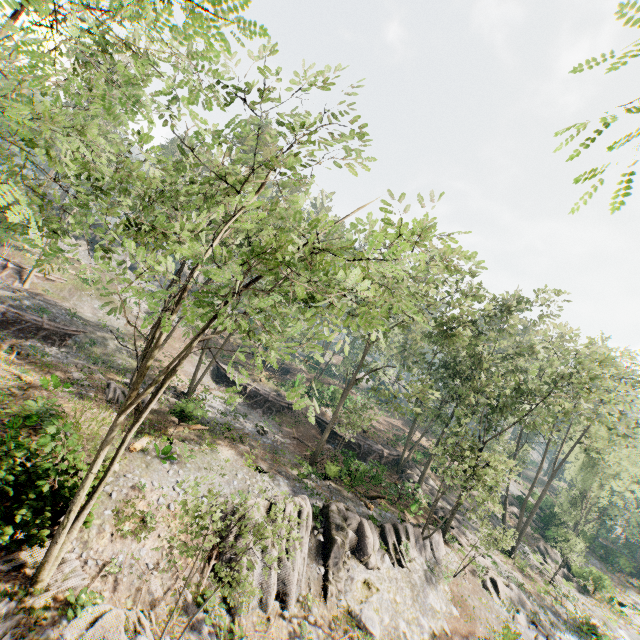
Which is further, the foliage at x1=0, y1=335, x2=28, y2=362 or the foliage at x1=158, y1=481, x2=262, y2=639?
the foliage at x1=0, y1=335, x2=28, y2=362

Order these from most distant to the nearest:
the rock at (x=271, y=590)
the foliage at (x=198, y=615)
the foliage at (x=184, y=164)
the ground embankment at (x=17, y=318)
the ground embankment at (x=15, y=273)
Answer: the ground embankment at (x=15, y=273) → the ground embankment at (x=17, y=318) → the rock at (x=271, y=590) → the foliage at (x=198, y=615) → the foliage at (x=184, y=164)

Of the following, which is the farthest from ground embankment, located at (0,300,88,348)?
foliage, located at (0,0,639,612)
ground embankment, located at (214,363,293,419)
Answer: ground embankment, located at (214,363,293,419)

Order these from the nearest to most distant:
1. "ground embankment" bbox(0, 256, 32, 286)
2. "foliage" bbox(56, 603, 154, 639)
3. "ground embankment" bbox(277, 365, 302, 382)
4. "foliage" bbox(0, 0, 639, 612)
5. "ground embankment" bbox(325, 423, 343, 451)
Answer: "foliage" bbox(0, 0, 639, 612)
"foliage" bbox(56, 603, 154, 639)
"ground embankment" bbox(0, 256, 32, 286)
"ground embankment" bbox(325, 423, 343, 451)
"ground embankment" bbox(277, 365, 302, 382)

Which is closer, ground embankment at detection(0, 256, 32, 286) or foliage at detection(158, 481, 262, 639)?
foliage at detection(158, 481, 262, 639)

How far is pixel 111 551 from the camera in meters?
12.9

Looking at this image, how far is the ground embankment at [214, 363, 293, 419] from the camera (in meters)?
35.16

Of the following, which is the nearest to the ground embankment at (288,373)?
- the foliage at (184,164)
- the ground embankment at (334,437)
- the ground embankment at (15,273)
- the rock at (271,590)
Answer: the foliage at (184,164)
